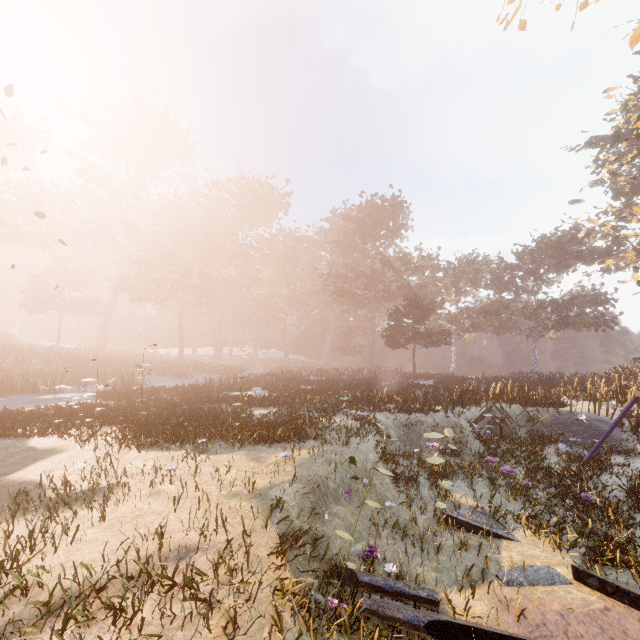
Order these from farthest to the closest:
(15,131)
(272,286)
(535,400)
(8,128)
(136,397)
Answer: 1. (272,286)
2. (15,131)
3. (8,128)
4. (136,397)
5. (535,400)
